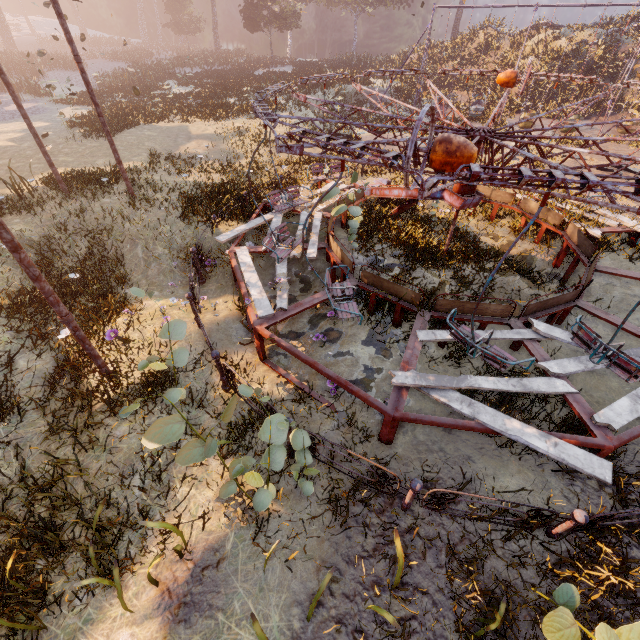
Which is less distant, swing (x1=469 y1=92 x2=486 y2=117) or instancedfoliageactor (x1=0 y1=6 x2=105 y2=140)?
instancedfoliageactor (x1=0 y1=6 x2=105 y2=140)

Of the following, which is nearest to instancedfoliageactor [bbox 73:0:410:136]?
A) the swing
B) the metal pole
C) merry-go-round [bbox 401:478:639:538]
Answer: the swing

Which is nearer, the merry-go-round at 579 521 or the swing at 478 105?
the merry-go-round at 579 521

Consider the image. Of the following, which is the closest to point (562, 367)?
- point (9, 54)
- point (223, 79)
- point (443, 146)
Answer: point (443, 146)

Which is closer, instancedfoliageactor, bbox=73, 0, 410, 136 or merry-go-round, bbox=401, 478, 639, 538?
merry-go-round, bbox=401, 478, 639, 538

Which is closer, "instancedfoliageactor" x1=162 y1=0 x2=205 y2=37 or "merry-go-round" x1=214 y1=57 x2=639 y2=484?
"merry-go-round" x1=214 y1=57 x2=639 y2=484

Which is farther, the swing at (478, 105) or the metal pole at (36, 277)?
Answer: the swing at (478, 105)

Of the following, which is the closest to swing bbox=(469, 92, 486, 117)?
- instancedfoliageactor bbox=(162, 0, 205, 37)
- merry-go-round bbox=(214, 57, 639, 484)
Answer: instancedfoliageactor bbox=(162, 0, 205, 37)
